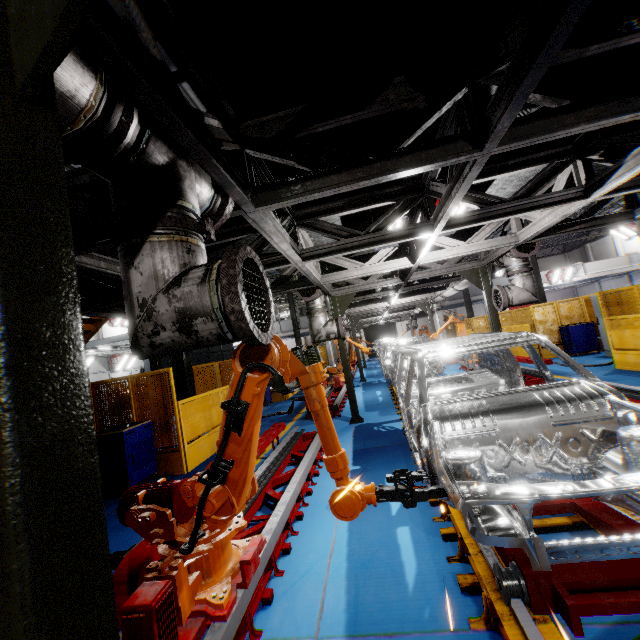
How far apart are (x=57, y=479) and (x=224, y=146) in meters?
2.4 m

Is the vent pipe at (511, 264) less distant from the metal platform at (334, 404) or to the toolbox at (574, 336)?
the toolbox at (574, 336)

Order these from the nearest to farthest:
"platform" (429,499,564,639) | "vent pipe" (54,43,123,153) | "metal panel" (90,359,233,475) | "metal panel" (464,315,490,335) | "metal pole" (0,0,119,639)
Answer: "metal pole" (0,0,119,639), "vent pipe" (54,43,123,153), "platform" (429,499,564,639), "metal panel" (90,359,233,475), "metal panel" (464,315,490,335)

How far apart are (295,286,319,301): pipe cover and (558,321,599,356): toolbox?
10.9 meters

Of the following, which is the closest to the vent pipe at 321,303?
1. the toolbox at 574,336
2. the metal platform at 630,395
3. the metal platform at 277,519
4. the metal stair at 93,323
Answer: the metal platform at 277,519

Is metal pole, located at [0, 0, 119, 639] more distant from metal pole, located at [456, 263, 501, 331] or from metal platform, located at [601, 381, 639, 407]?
metal pole, located at [456, 263, 501, 331]

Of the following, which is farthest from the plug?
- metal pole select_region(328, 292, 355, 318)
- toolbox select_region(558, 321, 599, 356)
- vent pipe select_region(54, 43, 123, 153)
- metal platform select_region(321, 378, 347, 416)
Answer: toolbox select_region(558, 321, 599, 356)

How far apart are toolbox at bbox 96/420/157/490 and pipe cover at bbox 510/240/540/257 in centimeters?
842cm
